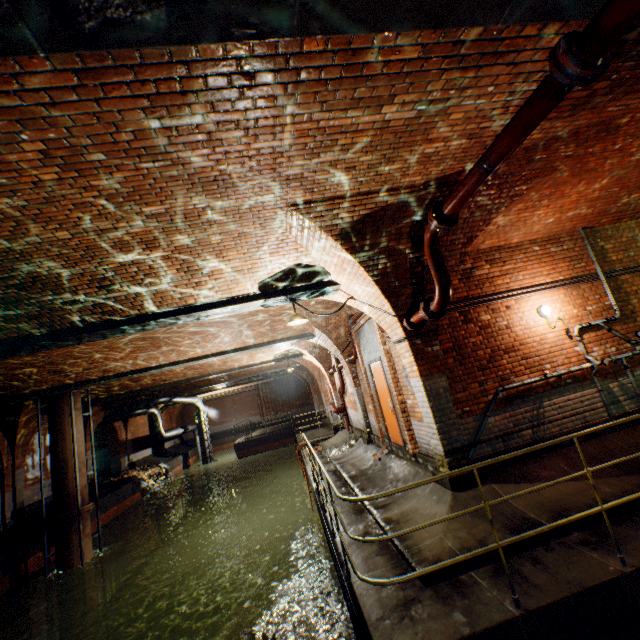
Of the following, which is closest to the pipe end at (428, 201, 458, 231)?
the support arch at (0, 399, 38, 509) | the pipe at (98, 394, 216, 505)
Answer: the support arch at (0, 399, 38, 509)

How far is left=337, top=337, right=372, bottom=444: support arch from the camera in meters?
10.5 m

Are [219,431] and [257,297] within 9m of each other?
no

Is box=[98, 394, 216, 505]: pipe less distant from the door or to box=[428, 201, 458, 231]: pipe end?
the door

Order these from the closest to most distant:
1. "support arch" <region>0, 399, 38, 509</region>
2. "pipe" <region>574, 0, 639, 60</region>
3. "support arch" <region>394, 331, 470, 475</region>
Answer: "pipe" <region>574, 0, 639, 60</region> → "support arch" <region>394, 331, 470, 475</region> → "support arch" <region>0, 399, 38, 509</region>

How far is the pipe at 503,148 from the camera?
2.4 meters

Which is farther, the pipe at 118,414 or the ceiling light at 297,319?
the pipe at 118,414

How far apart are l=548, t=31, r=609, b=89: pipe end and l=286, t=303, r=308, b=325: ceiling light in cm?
459
